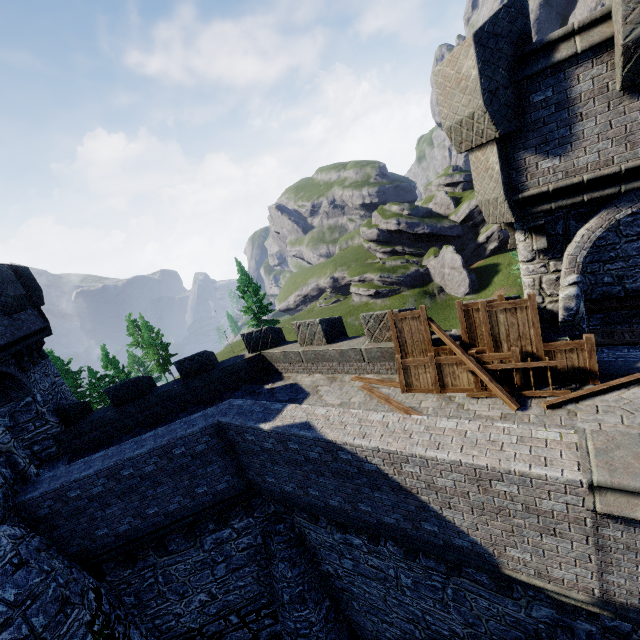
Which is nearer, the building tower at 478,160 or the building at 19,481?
the building tower at 478,160

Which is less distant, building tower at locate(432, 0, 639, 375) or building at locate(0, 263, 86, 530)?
building tower at locate(432, 0, 639, 375)

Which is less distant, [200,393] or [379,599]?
[379,599]
